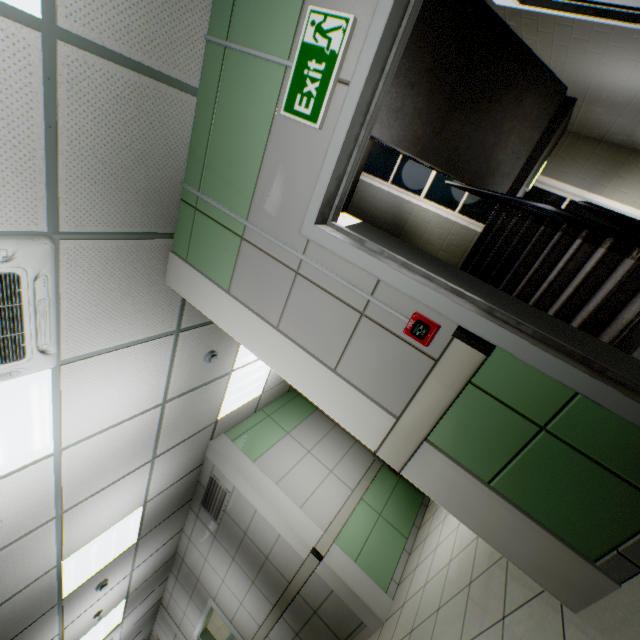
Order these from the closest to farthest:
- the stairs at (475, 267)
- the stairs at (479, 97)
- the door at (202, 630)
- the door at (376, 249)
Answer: the door at (376, 249) < the stairs at (475, 267) < the stairs at (479, 97) < the door at (202, 630)

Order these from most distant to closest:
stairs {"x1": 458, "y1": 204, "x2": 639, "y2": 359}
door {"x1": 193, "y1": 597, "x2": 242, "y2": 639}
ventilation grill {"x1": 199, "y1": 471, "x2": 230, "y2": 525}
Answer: door {"x1": 193, "y1": 597, "x2": 242, "y2": 639} < ventilation grill {"x1": 199, "y1": 471, "x2": 230, "y2": 525} < stairs {"x1": 458, "y1": 204, "x2": 639, "y2": 359}

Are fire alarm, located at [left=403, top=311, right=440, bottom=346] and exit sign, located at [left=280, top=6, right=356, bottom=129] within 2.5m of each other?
yes

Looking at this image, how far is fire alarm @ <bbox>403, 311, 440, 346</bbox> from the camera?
1.6 meters

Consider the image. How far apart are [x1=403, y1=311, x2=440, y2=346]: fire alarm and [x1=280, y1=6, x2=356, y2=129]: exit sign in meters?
1.1

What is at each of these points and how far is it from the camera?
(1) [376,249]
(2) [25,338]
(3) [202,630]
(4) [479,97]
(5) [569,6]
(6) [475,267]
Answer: (1) door, 1.80m
(2) air conditioning vent, 2.03m
(3) door, 6.91m
(4) stairs, 3.84m
(5) door, 1.81m
(6) stairs, 5.14m

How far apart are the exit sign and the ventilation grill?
5.23m

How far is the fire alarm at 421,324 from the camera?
1.58m
